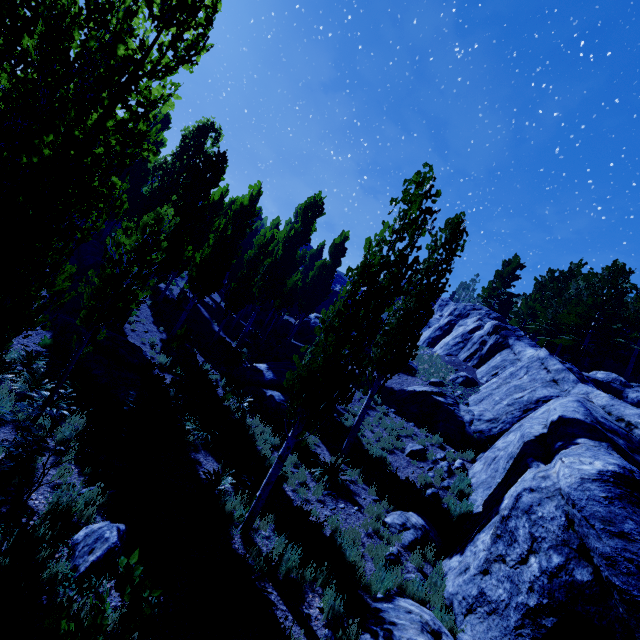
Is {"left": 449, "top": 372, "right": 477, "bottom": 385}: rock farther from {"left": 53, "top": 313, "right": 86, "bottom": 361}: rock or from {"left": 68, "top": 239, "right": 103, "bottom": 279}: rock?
{"left": 68, "top": 239, "right": 103, "bottom": 279}: rock

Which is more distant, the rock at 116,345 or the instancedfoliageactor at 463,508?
the rock at 116,345

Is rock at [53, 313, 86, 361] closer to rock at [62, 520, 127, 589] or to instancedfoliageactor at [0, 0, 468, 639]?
instancedfoliageactor at [0, 0, 468, 639]

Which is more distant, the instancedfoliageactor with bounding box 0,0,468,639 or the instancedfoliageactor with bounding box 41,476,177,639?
the instancedfoliageactor with bounding box 0,0,468,639

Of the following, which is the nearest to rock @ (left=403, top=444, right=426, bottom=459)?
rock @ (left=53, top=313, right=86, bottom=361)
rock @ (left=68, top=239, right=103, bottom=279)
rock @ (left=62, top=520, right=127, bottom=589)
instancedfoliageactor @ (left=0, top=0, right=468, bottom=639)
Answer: instancedfoliageactor @ (left=0, top=0, right=468, bottom=639)

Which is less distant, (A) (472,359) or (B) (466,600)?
(B) (466,600)

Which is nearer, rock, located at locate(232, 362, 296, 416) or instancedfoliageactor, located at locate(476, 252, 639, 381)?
rock, located at locate(232, 362, 296, 416)

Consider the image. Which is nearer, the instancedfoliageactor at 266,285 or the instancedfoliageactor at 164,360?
the instancedfoliageactor at 266,285
